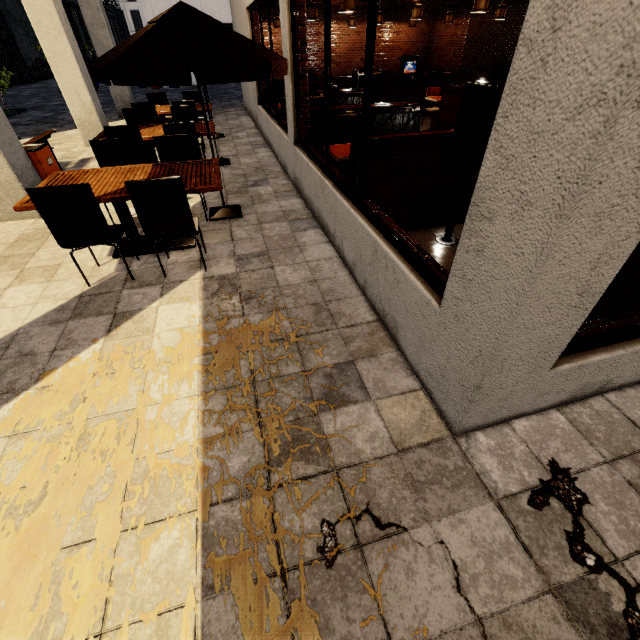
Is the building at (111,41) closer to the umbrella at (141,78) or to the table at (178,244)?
the umbrella at (141,78)

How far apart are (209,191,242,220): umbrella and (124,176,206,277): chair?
1.1 meters

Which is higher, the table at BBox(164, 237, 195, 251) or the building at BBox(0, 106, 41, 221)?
the building at BBox(0, 106, 41, 221)

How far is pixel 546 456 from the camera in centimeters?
205cm

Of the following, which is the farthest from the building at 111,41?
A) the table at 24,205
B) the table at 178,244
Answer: the table at 178,244

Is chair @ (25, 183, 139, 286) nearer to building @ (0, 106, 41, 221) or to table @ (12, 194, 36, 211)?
table @ (12, 194, 36, 211)

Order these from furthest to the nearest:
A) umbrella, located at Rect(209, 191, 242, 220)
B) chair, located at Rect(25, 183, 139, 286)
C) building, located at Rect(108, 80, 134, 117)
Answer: building, located at Rect(108, 80, 134, 117) → umbrella, located at Rect(209, 191, 242, 220) → chair, located at Rect(25, 183, 139, 286)

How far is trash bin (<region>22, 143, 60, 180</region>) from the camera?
5.2m
